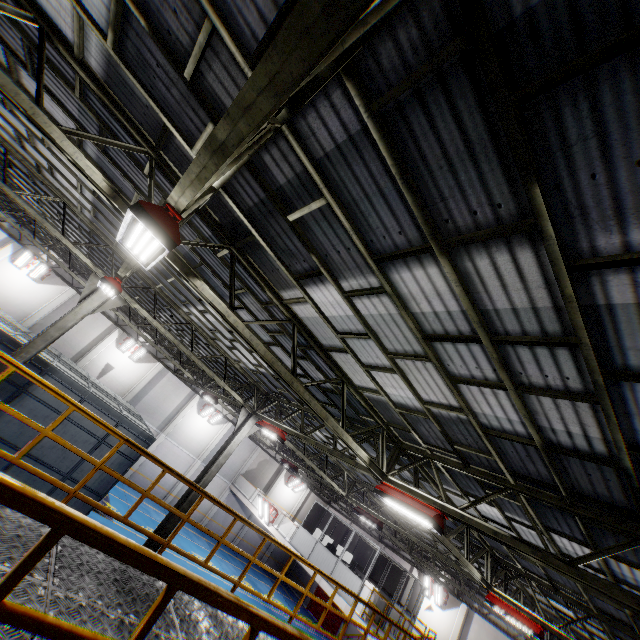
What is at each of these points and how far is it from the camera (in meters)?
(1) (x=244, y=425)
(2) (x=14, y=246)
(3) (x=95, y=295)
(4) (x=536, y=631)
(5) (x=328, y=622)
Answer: (1) metal pole, 13.84
(2) cement column, 20.64
(3) metal pole, 10.76
(4) light, 9.79
(5) door, 27.41

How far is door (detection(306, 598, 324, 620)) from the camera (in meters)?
28.30

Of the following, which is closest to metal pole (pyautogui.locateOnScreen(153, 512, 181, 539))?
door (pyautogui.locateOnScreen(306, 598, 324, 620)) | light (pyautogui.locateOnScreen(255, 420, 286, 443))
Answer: light (pyautogui.locateOnScreen(255, 420, 286, 443))

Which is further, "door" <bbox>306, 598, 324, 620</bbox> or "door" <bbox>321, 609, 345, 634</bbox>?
"door" <bbox>306, 598, 324, 620</bbox>

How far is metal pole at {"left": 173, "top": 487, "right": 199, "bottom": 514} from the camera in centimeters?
1228cm

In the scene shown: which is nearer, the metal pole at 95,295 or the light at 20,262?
the metal pole at 95,295

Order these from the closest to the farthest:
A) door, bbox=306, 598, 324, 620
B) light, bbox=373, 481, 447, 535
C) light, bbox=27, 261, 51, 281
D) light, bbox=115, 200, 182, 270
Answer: light, bbox=115, 200, 182, 270 < light, bbox=373, 481, 447, 535 < light, bbox=27, 261, 51, 281 < door, bbox=306, 598, 324, 620

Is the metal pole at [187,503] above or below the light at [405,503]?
below
